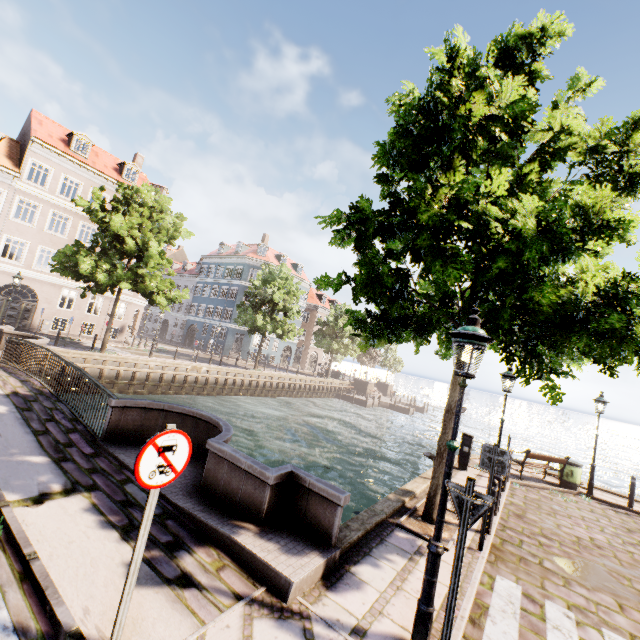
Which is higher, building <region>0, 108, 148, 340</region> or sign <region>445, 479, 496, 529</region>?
building <region>0, 108, 148, 340</region>

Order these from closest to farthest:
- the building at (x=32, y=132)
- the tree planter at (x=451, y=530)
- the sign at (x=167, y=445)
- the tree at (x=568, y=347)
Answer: the sign at (x=167, y=445) → the tree at (x=568, y=347) → the tree planter at (x=451, y=530) → the building at (x=32, y=132)

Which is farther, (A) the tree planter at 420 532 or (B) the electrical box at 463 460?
(B) the electrical box at 463 460

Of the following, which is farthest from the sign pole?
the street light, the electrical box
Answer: the electrical box

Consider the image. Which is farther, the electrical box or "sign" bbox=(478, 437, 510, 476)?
the electrical box

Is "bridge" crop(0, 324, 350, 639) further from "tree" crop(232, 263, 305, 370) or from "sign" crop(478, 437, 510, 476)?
"sign" crop(478, 437, 510, 476)

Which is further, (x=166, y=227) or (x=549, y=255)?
(x=166, y=227)

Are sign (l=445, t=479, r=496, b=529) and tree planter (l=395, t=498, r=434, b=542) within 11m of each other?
yes
